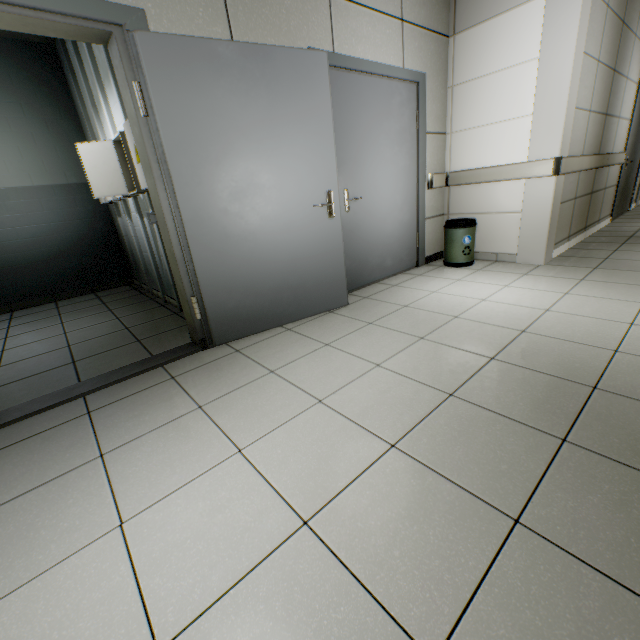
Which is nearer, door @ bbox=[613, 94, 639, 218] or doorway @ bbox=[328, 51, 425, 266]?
doorway @ bbox=[328, 51, 425, 266]

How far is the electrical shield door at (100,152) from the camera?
3.1m

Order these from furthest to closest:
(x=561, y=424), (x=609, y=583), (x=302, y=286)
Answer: (x=302, y=286) → (x=561, y=424) → (x=609, y=583)

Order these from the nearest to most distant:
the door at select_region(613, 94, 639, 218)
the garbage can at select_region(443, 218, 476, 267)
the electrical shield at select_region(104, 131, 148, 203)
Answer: the electrical shield at select_region(104, 131, 148, 203)
the garbage can at select_region(443, 218, 476, 267)
the door at select_region(613, 94, 639, 218)

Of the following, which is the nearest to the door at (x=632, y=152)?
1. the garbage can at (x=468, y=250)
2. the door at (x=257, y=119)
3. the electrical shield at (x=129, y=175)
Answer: the garbage can at (x=468, y=250)

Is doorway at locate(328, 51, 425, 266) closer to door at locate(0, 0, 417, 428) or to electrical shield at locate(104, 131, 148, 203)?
door at locate(0, 0, 417, 428)

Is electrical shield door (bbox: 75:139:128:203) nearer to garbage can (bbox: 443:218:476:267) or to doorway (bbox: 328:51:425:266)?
doorway (bbox: 328:51:425:266)

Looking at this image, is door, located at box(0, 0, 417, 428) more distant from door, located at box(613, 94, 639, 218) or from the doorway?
door, located at box(613, 94, 639, 218)
